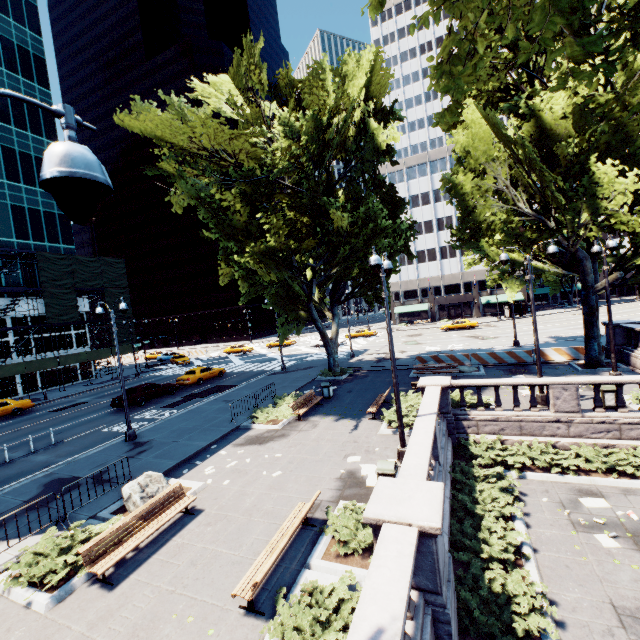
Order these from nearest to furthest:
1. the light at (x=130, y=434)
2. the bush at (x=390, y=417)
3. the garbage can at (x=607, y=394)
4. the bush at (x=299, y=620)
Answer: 1. the bush at (x=299, y=620)
2. the garbage can at (x=607, y=394)
3. the bush at (x=390, y=417)
4. the light at (x=130, y=434)

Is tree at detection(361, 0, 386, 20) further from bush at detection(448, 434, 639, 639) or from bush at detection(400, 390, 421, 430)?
bush at detection(400, 390, 421, 430)

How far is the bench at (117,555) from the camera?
7.5m

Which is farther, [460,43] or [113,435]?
[113,435]

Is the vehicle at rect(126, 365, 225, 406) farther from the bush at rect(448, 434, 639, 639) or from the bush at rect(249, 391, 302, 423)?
the bush at rect(448, 434, 639, 639)

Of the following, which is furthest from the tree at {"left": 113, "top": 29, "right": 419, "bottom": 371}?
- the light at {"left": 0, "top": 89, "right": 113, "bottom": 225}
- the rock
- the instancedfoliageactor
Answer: the rock

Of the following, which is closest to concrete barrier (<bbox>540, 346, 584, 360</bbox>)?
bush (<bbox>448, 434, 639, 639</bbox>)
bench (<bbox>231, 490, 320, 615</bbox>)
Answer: bush (<bbox>448, 434, 639, 639</bbox>)

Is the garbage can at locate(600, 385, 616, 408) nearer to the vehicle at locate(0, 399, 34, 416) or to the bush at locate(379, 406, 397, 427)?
the bush at locate(379, 406, 397, 427)
